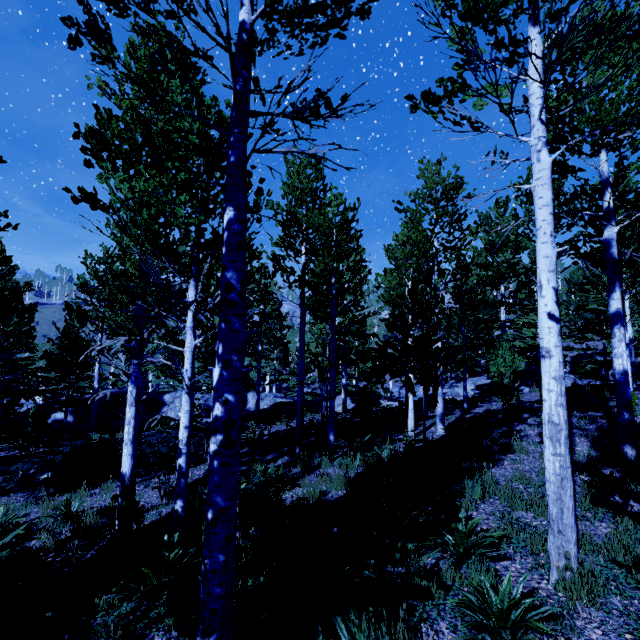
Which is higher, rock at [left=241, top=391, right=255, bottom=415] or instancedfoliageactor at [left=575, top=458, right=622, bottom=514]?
instancedfoliageactor at [left=575, top=458, right=622, bottom=514]

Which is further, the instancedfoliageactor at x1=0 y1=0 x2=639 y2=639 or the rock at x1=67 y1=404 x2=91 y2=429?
the rock at x1=67 y1=404 x2=91 y2=429

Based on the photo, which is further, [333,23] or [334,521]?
[334,521]

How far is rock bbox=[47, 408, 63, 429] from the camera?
19.2m

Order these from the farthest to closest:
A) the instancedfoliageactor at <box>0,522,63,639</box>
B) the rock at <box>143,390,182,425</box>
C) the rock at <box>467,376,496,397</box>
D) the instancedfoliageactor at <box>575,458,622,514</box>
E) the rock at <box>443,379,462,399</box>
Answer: the rock at <box>143,390,182,425</box> → the rock at <box>443,379,462,399</box> → the rock at <box>467,376,496,397</box> → the instancedfoliageactor at <box>575,458,622,514</box> → the instancedfoliageactor at <box>0,522,63,639</box>

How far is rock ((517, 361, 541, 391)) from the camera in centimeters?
1689cm

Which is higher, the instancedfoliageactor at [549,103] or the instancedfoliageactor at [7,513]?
the instancedfoliageactor at [549,103]

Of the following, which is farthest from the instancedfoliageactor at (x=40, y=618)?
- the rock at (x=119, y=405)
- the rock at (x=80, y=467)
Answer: the rock at (x=80, y=467)
